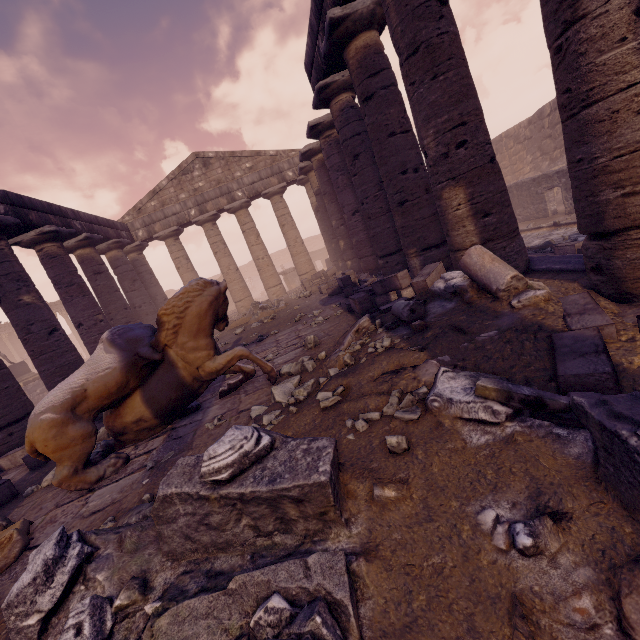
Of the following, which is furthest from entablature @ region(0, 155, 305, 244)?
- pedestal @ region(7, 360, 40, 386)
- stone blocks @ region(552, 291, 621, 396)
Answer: pedestal @ region(7, 360, 40, 386)

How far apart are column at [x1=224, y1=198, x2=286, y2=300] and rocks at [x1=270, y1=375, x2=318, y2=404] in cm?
1377

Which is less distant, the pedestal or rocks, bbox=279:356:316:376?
rocks, bbox=279:356:316:376

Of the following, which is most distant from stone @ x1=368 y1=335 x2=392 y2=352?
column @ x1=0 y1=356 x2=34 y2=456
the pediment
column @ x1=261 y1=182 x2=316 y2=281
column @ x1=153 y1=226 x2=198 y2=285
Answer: the pediment

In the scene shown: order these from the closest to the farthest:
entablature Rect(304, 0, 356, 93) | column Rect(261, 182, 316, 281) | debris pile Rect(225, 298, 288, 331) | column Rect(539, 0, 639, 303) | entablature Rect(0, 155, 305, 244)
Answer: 1. column Rect(539, 0, 639, 303)
2. entablature Rect(304, 0, 356, 93)
3. entablature Rect(0, 155, 305, 244)
4. debris pile Rect(225, 298, 288, 331)
5. column Rect(261, 182, 316, 281)

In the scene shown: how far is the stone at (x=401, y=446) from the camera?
1.88m

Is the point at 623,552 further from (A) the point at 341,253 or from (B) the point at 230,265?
(B) the point at 230,265

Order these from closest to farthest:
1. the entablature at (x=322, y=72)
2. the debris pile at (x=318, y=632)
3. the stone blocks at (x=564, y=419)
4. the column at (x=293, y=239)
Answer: the debris pile at (x=318, y=632)
the stone blocks at (x=564, y=419)
the entablature at (x=322, y=72)
the column at (x=293, y=239)
